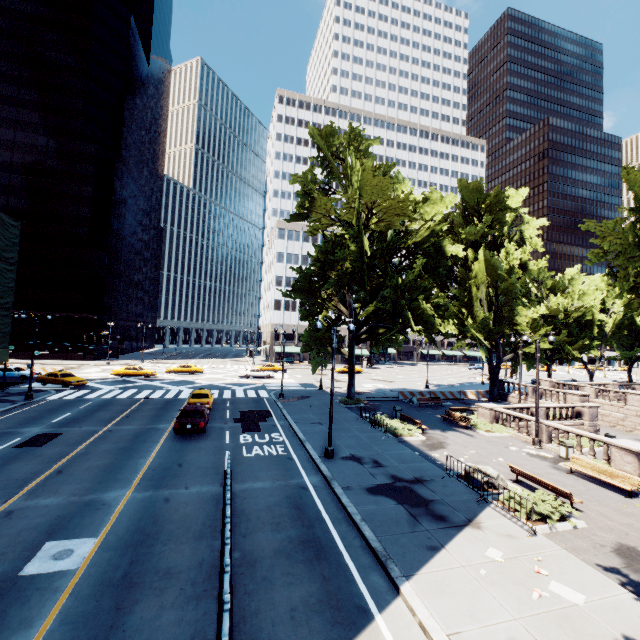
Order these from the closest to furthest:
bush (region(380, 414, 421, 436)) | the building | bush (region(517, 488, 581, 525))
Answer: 1. bush (region(517, 488, 581, 525))
2. bush (region(380, 414, 421, 436))
3. the building

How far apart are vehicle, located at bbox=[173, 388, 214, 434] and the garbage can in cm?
2123

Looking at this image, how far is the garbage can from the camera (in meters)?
18.59

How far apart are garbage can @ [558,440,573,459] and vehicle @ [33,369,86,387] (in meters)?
42.00

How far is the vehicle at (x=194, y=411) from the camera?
19.2m

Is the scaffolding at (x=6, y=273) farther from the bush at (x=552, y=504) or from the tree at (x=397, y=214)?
the bush at (x=552, y=504)

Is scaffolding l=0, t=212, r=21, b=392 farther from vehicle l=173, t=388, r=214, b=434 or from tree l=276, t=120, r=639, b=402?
tree l=276, t=120, r=639, b=402

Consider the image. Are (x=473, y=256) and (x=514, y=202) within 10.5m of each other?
yes
